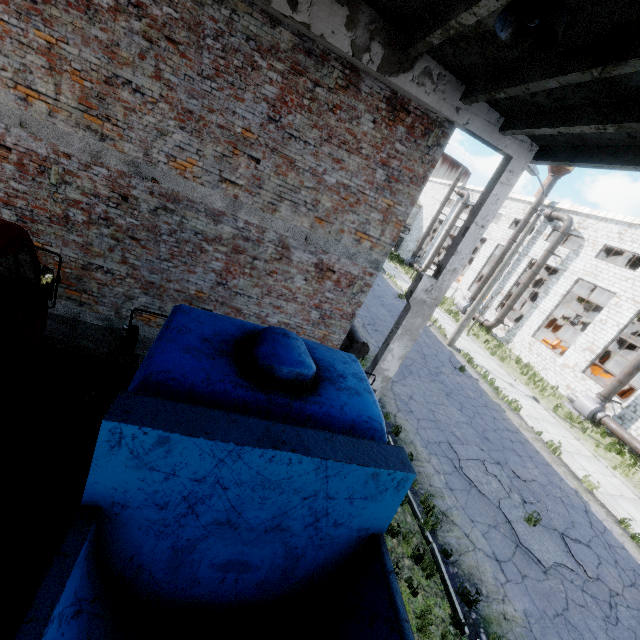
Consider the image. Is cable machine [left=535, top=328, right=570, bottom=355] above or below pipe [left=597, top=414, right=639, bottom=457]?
above

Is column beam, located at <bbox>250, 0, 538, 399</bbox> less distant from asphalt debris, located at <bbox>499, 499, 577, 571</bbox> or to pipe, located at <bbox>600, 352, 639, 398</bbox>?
asphalt debris, located at <bbox>499, 499, 577, 571</bbox>

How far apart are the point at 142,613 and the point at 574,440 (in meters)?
18.83

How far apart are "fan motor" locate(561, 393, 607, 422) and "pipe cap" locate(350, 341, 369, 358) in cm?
1547

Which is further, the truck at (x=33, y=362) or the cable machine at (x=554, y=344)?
the cable machine at (x=554, y=344)

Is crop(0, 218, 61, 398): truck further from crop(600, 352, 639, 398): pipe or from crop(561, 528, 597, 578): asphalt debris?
crop(600, 352, 639, 398): pipe

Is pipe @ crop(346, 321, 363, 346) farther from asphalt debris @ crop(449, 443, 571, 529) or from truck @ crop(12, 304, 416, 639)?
truck @ crop(12, 304, 416, 639)

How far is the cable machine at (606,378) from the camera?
21.6m
